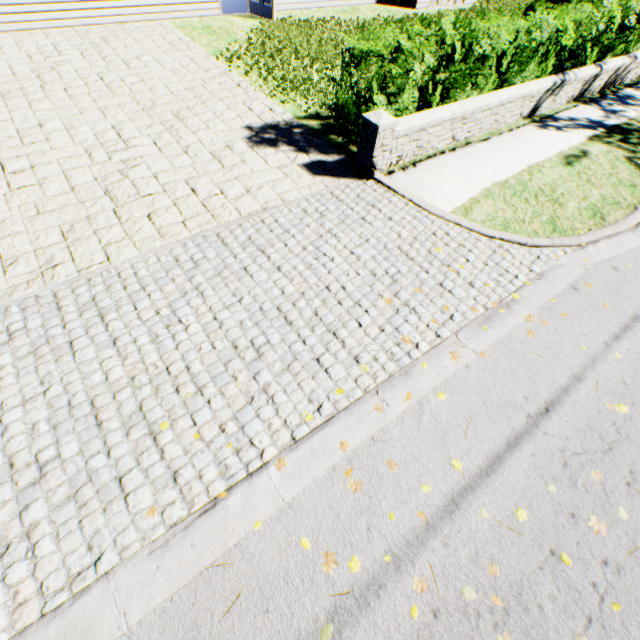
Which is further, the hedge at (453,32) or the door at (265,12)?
the door at (265,12)

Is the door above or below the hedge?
below

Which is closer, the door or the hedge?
the hedge

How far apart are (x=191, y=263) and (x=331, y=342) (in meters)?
2.22

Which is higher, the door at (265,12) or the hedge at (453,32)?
the hedge at (453,32)
